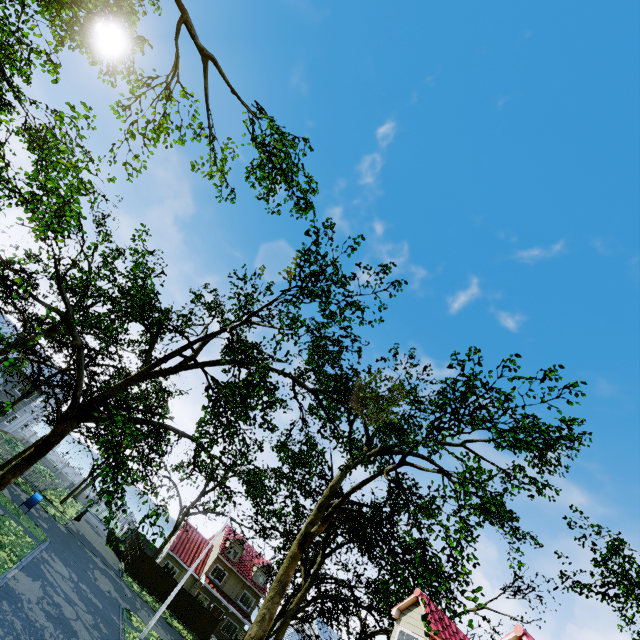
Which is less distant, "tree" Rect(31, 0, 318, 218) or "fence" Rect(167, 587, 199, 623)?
"tree" Rect(31, 0, 318, 218)

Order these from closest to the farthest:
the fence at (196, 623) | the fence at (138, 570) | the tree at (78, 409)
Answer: the tree at (78, 409) → the fence at (138, 570) → the fence at (196, 623)

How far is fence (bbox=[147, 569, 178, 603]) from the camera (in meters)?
32.88

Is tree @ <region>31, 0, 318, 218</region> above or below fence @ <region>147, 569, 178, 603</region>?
above

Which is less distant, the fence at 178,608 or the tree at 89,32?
the tree at 89,32

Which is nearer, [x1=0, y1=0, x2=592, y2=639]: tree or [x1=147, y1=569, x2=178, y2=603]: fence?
[x1=0, y1=0, x2=592, y2=639]: tree

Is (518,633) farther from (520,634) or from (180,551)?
(180,551)
